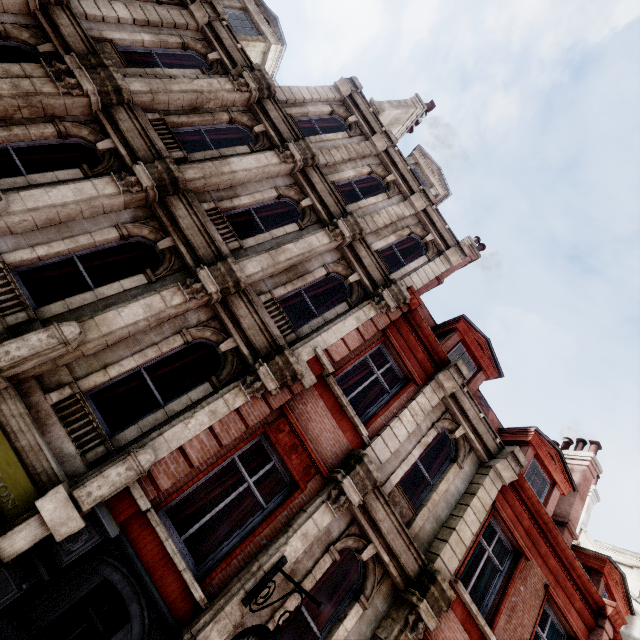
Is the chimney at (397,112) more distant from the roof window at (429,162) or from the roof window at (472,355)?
the roof window at (472,355)

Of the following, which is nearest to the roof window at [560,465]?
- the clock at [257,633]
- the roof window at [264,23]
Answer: the clock at [257,633]

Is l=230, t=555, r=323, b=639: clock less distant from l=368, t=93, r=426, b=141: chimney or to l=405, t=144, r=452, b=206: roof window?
l=405, t=144, r=452, b=206: roof window

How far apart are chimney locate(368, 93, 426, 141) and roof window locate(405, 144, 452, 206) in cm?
199

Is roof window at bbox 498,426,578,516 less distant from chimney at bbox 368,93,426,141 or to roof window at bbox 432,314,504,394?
roof window at bbox 432,314,504,394

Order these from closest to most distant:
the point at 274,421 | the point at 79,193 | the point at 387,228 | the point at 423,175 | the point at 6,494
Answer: the point at 6,494
the point at 79,193
the point at 274,421
the point at 387,228
the point at 423,175

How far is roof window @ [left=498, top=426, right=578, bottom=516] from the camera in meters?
10.7 m

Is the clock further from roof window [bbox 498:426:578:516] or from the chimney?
the chimney
